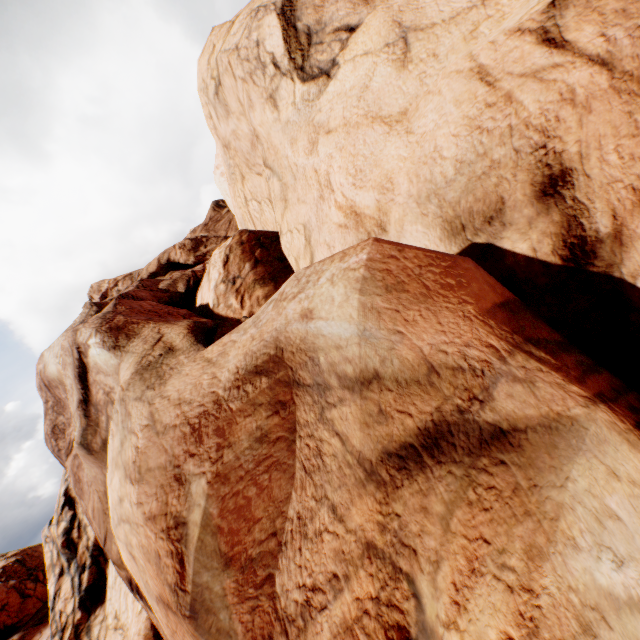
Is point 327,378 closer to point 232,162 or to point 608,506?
point 608,506
